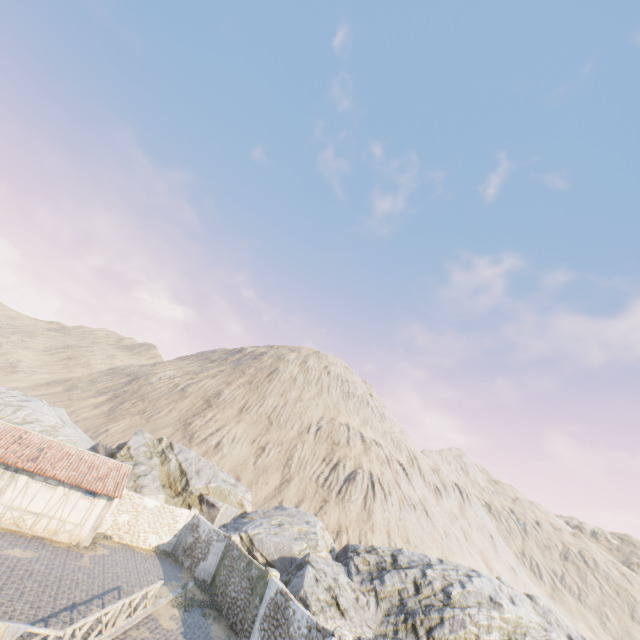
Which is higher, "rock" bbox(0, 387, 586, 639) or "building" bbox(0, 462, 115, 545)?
"rock" bbox(0, 387, 586, 639)

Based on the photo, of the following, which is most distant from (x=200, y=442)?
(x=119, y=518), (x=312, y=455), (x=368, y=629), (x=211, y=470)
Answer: (x=368, y=629)

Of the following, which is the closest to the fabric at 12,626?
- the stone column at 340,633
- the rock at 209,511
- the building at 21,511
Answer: the stone column at 340,633

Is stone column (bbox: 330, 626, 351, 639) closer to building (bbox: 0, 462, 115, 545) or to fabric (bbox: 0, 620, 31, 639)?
fabric (bbox: 0, 620, 31, 639)

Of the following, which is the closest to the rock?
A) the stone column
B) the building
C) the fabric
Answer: the building

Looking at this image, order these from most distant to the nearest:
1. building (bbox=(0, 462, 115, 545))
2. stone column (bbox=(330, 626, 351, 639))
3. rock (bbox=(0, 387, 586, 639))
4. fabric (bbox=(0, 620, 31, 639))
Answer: building (bbox=(0, 462, 115, 545)), rock (bbox=(0, 387, 586, 639)), stone column (bbox=(330, 626, 351, 639)), fabric (bbox=(0, 620, 31, 639))

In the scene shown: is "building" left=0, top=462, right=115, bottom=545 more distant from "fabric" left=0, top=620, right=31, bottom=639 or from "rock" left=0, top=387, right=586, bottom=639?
"fabric" left=0, top=620, right=31, bottom=639

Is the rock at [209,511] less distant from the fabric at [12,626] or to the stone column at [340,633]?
the stone column at [340,633]
